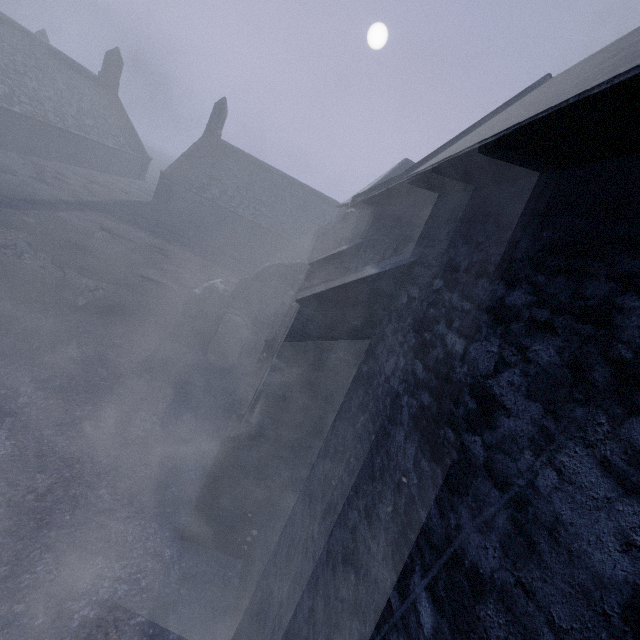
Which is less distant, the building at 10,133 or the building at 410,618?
the building at 410,618

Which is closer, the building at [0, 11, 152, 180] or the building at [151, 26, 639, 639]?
the building at [151, 26, 639, 639]

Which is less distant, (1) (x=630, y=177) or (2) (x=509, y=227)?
(1) (x=630, y=177)
